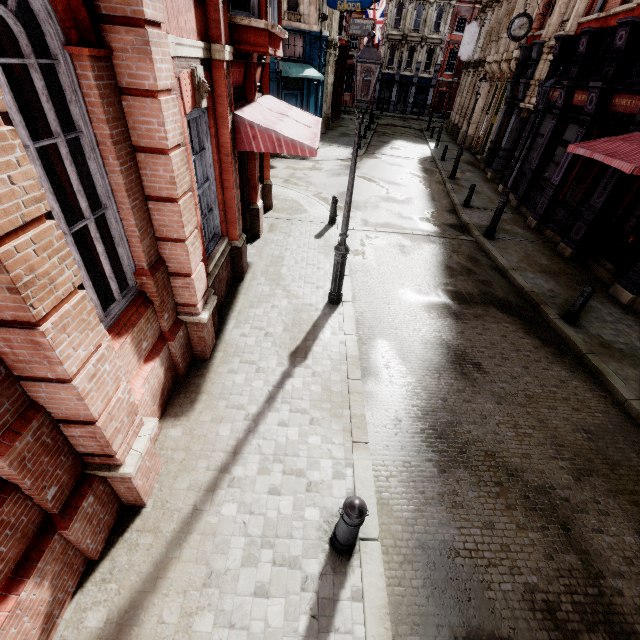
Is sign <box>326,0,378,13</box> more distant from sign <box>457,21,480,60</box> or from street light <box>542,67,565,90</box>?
street light <box>542,67,565,90</box>

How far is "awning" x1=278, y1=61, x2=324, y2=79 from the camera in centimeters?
1884cm

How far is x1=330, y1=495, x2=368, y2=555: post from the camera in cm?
307

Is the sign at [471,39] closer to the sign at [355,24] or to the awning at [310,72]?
the sign at [355,24]

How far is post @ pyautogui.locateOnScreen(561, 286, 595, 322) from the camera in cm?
733

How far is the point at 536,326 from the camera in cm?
781

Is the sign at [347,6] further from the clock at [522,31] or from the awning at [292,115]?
the awning at [292,115]

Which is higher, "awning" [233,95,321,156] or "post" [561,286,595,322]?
"awning" [233,95,321,156]
